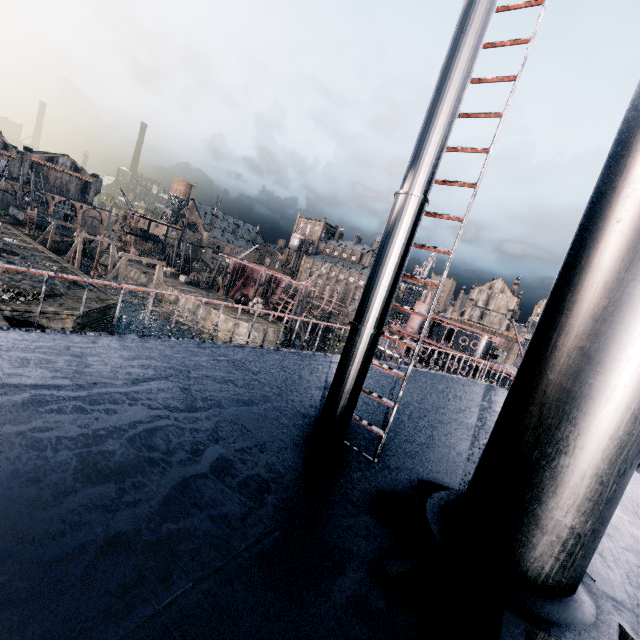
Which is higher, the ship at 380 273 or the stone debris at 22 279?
the ship at 380 273

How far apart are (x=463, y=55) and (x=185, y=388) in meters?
5.8 m

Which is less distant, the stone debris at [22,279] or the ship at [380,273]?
the ship at [380,273]

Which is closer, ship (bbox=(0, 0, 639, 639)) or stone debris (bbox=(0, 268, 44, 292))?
ship (bbox=(0, 0, 639, 639))

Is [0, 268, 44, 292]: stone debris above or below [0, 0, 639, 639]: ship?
below
